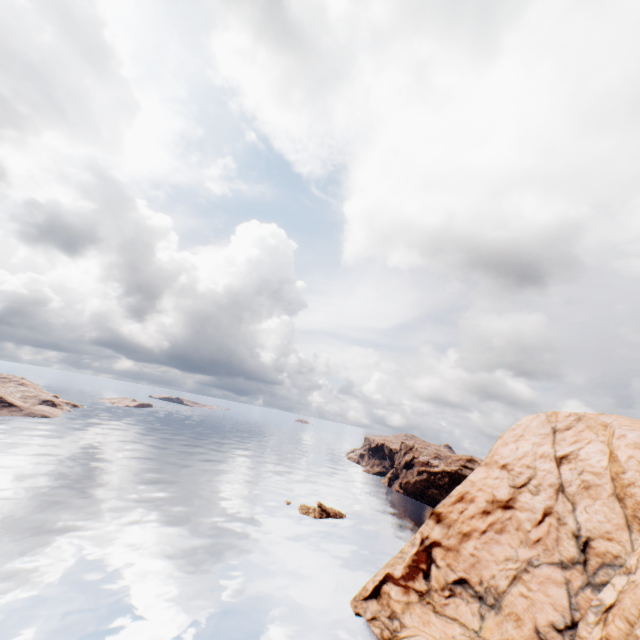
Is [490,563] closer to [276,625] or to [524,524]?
[524,524]
